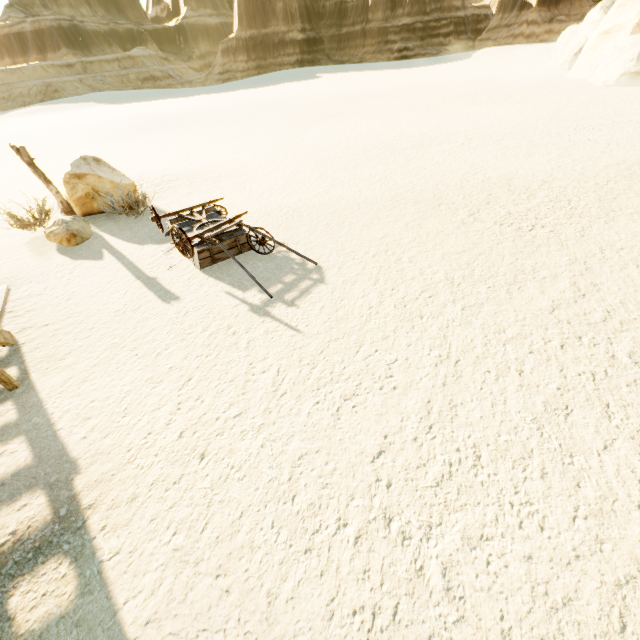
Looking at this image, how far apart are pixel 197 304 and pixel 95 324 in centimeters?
187cm

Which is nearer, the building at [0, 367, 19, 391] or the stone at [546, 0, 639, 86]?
the building at [0, 367, 19, 391]

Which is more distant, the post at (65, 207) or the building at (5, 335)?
the post at (65, 207)

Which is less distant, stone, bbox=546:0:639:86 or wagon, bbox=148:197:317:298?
wagon, bbox=148:197:317:298

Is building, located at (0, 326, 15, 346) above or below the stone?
below

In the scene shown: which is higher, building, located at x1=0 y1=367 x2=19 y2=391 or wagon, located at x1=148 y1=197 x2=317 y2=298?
wagon, located at x1=148 y1=197 x2=317 y2=298

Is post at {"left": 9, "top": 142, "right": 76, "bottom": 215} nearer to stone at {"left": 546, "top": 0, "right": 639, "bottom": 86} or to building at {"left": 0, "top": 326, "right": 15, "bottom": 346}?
building at {"left": 0, "top": 326, "right": 15, "bottom": 346}

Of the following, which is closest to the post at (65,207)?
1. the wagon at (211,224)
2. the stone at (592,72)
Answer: the wagon at (211,224)
